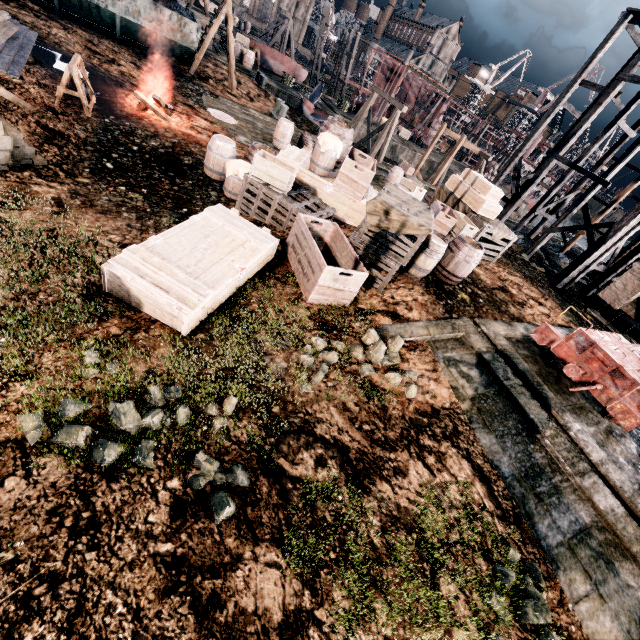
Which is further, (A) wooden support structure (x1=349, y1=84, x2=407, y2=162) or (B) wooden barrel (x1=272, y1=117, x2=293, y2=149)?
(A) wooden support structure (x1=349, y1=84, x2=407, y2=162)

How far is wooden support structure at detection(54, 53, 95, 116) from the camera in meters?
9.6

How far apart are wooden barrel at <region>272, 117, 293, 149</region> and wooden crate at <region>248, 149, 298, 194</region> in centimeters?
909cm

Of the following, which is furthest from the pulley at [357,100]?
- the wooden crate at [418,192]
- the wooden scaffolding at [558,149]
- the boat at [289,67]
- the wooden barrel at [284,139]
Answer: the wooden crate at [418,192]

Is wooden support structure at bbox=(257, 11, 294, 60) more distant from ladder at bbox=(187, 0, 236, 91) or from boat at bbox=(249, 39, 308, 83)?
ladder at bbox=(187, 0, 236, 91)

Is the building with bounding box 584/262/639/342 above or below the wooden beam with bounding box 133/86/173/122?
above

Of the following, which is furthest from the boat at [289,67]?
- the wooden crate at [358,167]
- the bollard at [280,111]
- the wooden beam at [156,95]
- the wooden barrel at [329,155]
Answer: the wooden crate at [358,167]

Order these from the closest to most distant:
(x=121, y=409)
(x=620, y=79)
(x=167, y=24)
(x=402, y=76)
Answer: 1. (x=121, y=409)
2. (x=620, y=79)
3. (x=167, y=24)
4. (x=402, y=76)
